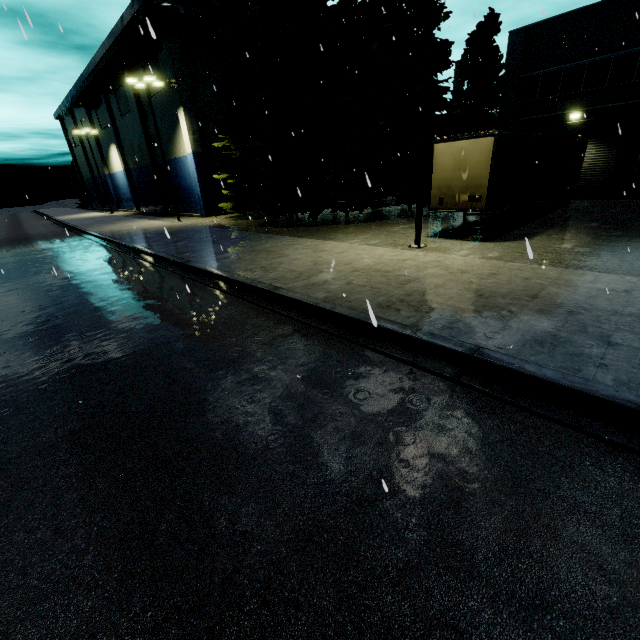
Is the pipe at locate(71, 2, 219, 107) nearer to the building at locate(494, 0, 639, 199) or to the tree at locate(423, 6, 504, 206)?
the building at locate(494, 0, 639, 199)

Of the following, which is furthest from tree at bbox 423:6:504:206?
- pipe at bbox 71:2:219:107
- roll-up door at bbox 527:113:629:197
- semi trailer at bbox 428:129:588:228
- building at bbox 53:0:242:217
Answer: building at bbox 53:0:242:217

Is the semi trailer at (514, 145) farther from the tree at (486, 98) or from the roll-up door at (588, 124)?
the tree at (486, 98)

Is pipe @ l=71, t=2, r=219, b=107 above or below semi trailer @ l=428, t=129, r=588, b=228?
above

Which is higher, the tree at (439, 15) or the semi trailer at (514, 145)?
the tree at (439, 15)

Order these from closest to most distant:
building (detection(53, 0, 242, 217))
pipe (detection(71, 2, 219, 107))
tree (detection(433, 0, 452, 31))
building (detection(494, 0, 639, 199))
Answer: tree (detection(433, 0, 452, 31))
building (detection(494, 0, 639, 199))
pipe (detection(71, 2, 219, 107))
building (detection(53, 0, 242, 217))

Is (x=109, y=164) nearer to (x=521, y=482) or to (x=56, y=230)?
(x=56, y=230)

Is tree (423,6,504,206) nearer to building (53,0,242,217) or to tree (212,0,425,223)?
tree (212,0,425,223)
